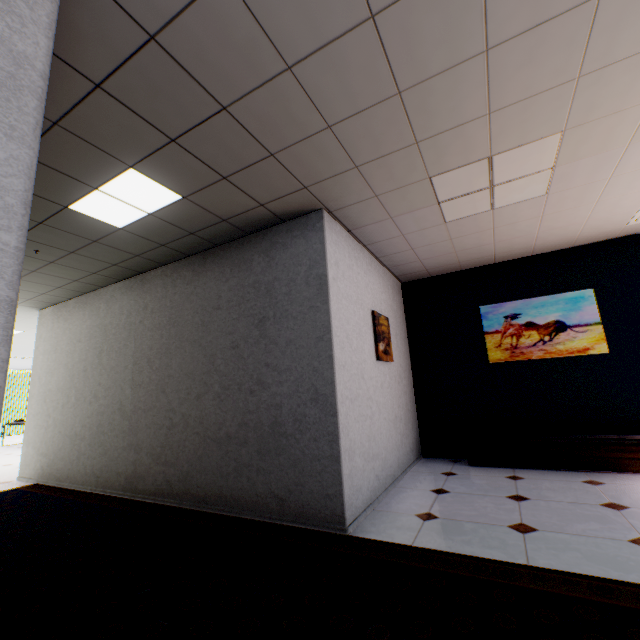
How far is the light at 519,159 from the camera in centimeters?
260cm

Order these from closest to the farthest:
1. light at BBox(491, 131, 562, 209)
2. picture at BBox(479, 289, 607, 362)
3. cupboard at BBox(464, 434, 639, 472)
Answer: light at BBox(491, 131, 562, 209), cupboard at BBox(464, 434, 639, 472), picture at BBox(479, 289, 607, 362)

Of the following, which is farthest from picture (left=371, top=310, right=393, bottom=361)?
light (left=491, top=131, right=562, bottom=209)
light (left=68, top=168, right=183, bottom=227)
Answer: light (left=68, top=168, right=183, bottom=227)

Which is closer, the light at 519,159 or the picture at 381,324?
the light at 519,159

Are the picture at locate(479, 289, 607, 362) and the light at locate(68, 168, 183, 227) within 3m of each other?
no

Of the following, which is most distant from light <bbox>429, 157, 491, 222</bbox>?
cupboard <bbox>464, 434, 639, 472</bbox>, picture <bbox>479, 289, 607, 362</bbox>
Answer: cupboard <bbox>464, 434, 639, 472</bbox>

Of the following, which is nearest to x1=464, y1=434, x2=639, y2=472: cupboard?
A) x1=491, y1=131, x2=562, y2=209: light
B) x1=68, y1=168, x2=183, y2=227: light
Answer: x1=491, y1=131, x2=562, y2=209: light

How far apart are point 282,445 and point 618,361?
4.5m
